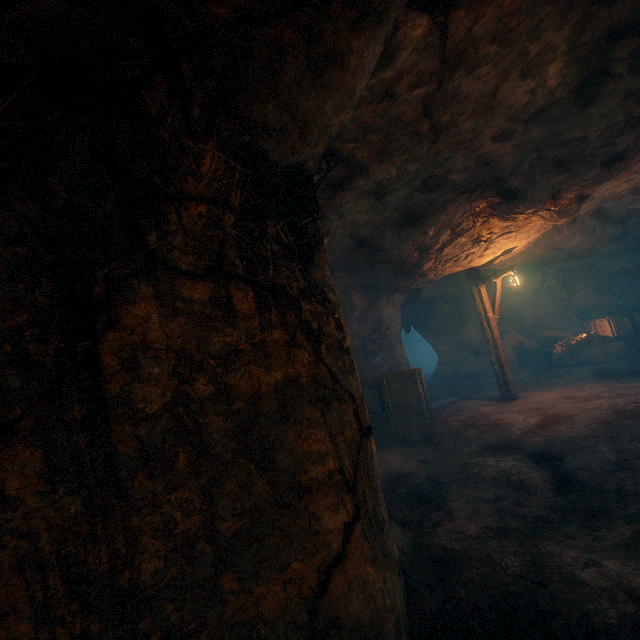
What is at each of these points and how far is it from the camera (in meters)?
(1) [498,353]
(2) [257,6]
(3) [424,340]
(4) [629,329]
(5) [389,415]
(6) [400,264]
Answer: (1) lantern, 10.81
(2) cave, 1.89
(3) z, 26.73
(4) wooden box, 15.57
(5) wooden box, 8.70
(6) burlap sack, 8.55

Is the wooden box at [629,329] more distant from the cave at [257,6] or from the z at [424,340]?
the cave at [257,6]

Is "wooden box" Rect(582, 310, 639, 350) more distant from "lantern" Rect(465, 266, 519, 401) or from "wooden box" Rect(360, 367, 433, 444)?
"wooden box" Rect(360, 367, 433, 444)

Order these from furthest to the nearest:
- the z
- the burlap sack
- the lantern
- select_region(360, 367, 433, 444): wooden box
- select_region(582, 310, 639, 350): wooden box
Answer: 1. select_region(582, 310, 639, 350): wooden box
2. the z
3. the lantern
4. select_region(360, 367, 433, 444): wooden box
5. the burlap sack

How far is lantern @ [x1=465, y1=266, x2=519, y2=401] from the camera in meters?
10.6 m

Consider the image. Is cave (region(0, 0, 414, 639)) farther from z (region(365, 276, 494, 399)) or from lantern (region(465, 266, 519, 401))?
z (region(365, 276, 494, 399))

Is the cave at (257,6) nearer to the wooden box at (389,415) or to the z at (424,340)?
the wooden box at (389,415)

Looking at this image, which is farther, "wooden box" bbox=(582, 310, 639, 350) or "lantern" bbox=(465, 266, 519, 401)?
"wooden box" bbox=(582, 310, 639, 350)
